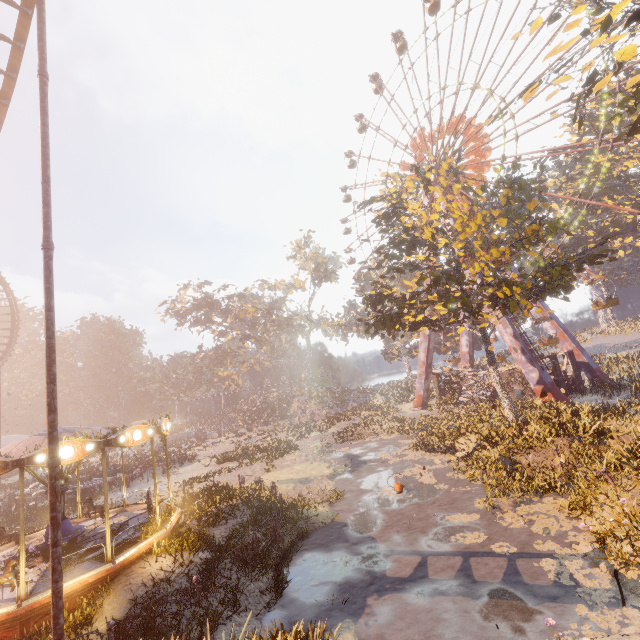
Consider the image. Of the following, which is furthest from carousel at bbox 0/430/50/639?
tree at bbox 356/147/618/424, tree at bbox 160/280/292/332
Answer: tree at bbox 160/280/292/332

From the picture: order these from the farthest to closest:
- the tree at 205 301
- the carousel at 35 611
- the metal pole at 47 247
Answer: the tree at 205 301, the carousel at 35 611, the metal pole at 47 247

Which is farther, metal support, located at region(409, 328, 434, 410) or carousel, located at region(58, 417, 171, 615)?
→ metal support, located at region(409, 328, 434, 410)

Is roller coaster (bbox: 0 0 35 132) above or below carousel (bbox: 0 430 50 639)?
above

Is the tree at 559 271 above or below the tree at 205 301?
below

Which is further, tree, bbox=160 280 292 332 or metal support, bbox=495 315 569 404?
tree, bbox=160 280 292 332

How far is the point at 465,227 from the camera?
19.5m

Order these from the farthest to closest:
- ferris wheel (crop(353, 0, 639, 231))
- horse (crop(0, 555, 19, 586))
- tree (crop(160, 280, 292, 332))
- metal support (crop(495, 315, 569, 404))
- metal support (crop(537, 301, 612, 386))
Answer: tree (crop(160, 280, 292, 332)) < metal support (crop(537, 301, 612, 386)) < ferris wheel (crop(353, 0, 639, 231)) < metal support (crop(495, 315, 569, 404)) < horse (crop(0, 555, 19, 586))
